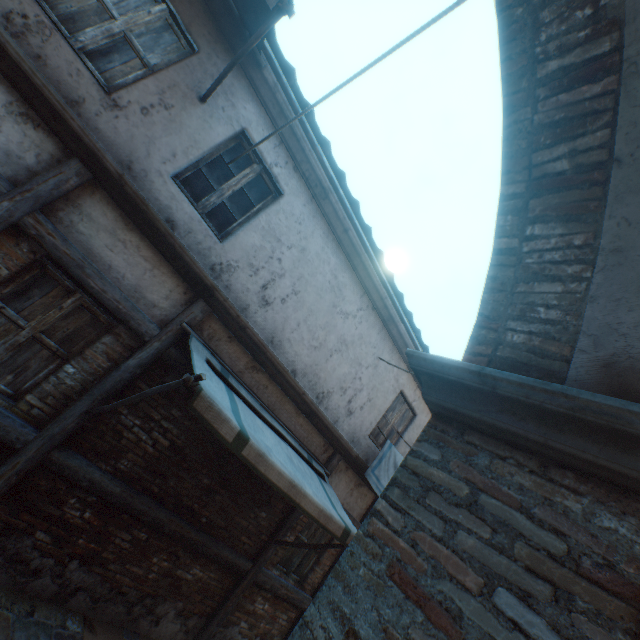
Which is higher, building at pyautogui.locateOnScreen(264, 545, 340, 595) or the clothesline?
the clothesline

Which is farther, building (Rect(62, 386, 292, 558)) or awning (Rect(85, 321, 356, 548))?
building (Rect(62, 386, 292, 558))

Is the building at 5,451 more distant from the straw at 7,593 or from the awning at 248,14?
the awning at 248,14

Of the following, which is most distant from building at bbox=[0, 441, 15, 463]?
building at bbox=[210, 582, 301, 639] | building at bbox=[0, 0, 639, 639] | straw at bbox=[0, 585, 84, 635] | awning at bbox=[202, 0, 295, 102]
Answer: building at bbox=[210, 582, 301, 639]

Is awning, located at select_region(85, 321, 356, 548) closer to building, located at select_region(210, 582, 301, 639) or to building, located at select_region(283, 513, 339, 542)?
building, located at select_region(283, 513, 339, 542)

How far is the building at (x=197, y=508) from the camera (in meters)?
4.04

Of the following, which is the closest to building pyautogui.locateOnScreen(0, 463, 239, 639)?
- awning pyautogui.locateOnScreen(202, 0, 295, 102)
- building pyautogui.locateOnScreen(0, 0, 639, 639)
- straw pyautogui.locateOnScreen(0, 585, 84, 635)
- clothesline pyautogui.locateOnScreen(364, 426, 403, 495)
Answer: straw pyautogui.locateOnScreen(0, 585, 84, 635)

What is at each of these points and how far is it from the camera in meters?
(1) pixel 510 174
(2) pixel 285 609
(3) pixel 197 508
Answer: (1) building, 2.0
(2) building, 6.1
(3) building, 4.8
